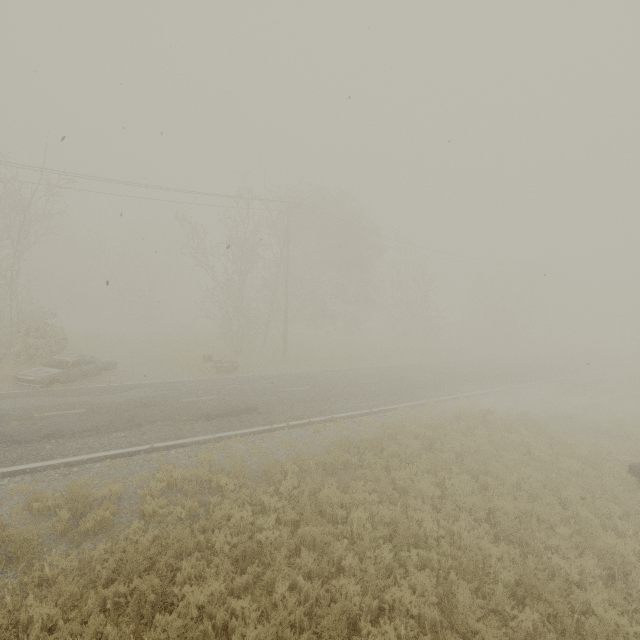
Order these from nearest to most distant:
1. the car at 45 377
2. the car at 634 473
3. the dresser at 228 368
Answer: the car at 634 473 < the car at 45 377 < the dresser at 228 368

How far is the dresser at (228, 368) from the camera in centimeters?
1980cm

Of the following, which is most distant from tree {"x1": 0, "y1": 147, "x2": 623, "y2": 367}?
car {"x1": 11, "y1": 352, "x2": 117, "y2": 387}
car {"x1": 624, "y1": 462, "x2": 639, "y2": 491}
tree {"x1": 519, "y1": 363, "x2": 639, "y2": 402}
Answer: car {"x1": 624, "y1": 462, "x2": 639, "y2": 491}

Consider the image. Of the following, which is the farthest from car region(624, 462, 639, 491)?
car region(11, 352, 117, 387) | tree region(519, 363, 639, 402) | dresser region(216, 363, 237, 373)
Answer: car region(11, 352, 117, 387)

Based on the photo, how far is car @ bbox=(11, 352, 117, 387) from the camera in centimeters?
1483cm

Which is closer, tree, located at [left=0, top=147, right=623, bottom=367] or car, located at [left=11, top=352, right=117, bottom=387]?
car, located at [left=11, top=352, right=117, bottom=387]

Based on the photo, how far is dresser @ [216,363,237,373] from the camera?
19.8m

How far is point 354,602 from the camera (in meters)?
5.38
